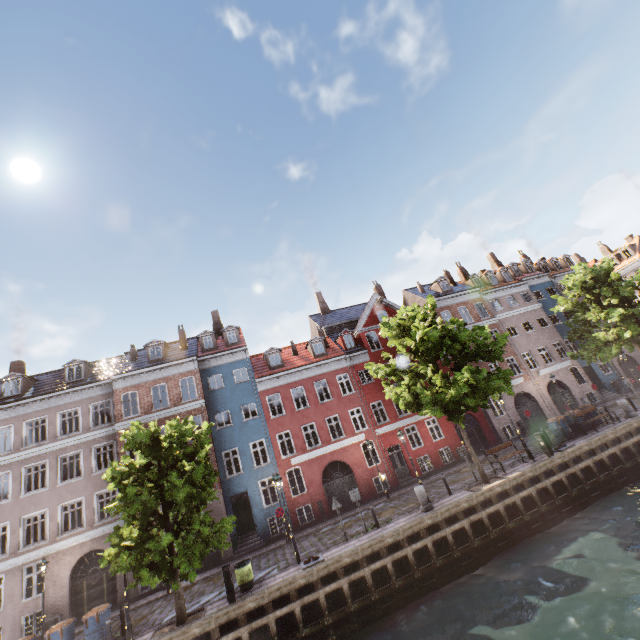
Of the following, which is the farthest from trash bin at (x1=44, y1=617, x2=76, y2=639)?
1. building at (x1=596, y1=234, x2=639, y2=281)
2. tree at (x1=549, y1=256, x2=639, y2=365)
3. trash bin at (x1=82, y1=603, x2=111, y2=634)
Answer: building at (x1=596, y1=234, x2=639, y2=281)

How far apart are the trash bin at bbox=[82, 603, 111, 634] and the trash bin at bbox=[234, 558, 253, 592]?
5.4m

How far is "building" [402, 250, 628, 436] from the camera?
29.0m

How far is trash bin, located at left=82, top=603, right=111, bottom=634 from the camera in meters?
13.0

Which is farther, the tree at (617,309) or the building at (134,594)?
the tree at (617,309)

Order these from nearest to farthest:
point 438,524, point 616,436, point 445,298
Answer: point 438,524 → point 616,436 → point 445,298

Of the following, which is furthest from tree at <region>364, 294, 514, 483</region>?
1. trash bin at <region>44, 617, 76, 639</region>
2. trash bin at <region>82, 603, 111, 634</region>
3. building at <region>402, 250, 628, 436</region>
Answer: building at <region>402, 250, 628, 436</region>

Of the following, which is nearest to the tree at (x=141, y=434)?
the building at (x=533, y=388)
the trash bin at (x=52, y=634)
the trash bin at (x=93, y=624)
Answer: the trash bin at (x=93, y=624)
